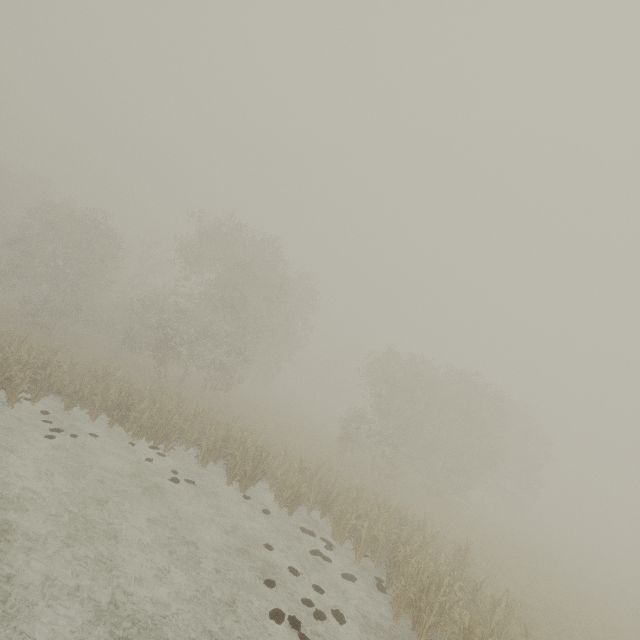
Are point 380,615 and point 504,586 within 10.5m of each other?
yes
